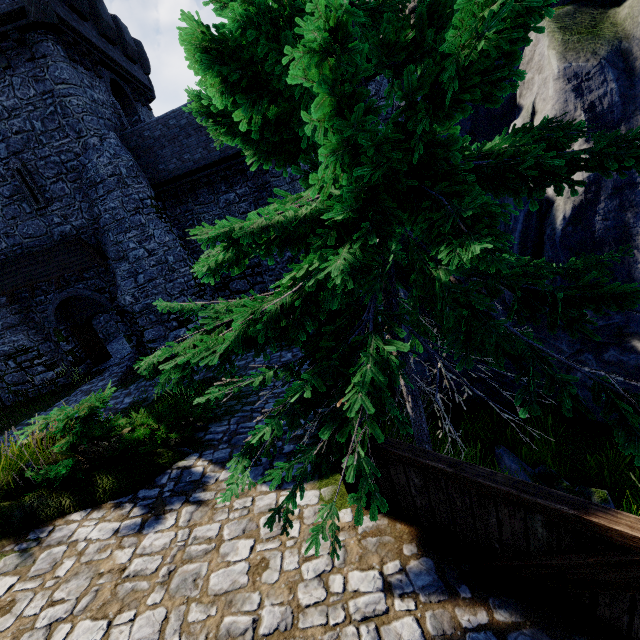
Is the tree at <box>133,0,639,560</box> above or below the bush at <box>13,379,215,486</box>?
above

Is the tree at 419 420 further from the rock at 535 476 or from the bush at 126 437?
the bush at 126 437

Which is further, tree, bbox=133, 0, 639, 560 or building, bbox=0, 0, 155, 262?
building, bbox=0, 0, 155, 262

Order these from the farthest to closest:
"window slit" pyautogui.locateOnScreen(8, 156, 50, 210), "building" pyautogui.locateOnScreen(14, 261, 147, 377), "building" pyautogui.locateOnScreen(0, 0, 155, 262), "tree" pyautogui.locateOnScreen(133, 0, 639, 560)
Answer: "building" pyautogui.locateOnScreen(14, 261, 147, 377)
"window slit" pyautogui.locateOnScreen(8, 156, 50, 210)
"building" pyautogui.locateOnScreen(0, 0, 155, 262)
"tree" pyautogui.locateOnScreen(133, 0, 639, 560)

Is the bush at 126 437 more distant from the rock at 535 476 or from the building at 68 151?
the building at 68 151

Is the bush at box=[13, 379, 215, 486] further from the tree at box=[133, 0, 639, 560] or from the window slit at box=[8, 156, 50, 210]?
the window slit at box=[8, 156, 50, 210]

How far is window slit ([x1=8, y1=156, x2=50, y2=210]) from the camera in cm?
1384

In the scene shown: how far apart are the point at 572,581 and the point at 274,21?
5.0m
